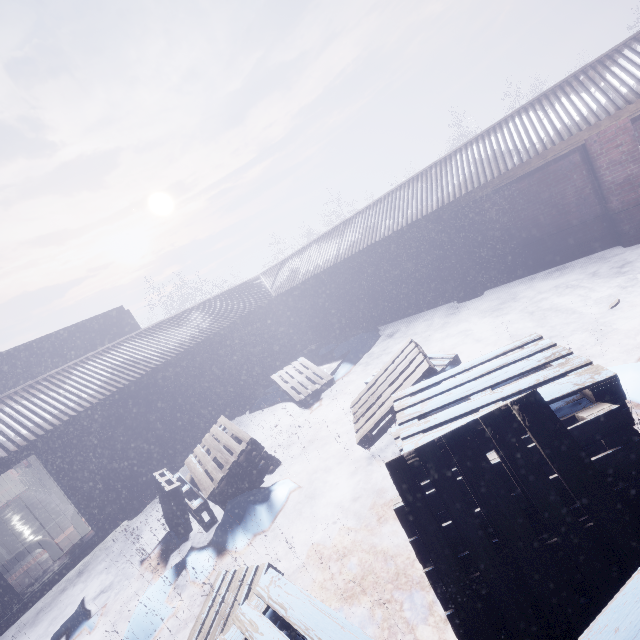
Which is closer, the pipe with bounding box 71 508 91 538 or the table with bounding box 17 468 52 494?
the pipe with bounding box 71 508 91 538

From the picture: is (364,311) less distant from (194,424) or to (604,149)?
(194,424)

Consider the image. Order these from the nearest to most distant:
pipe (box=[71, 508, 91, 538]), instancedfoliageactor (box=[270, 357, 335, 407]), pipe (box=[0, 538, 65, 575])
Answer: pipe (box=[0, 538, 65, 575]) → pipe (box=[71, 508, 91, 538]) → instancedfoliageactor (box=[270, 357, 335, 407])

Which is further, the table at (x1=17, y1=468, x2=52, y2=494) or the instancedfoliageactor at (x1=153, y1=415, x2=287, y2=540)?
the table at (x1=17, y1=468, x2=52, y2=494)

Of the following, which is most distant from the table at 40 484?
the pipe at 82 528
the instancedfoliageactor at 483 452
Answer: the instancedfoliageactor at 483 452

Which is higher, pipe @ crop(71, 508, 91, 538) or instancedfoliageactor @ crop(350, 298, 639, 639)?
instancedfoliageactor @ crop(350, 298, 639, 639)

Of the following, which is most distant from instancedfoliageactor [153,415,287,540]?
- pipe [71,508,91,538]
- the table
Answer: the table

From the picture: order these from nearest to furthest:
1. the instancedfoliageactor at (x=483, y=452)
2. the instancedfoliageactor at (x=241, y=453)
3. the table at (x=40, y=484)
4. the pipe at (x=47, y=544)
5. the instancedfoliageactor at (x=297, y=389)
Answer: the instancedfoliageactor at (x=483, y=452)
the instancedfoliageactor at (x=241, y=453)
the pipe at (x=47, y=544)
the instancedfoliageactor at (x=297, y=389)
the table at (x=40, y=484)
